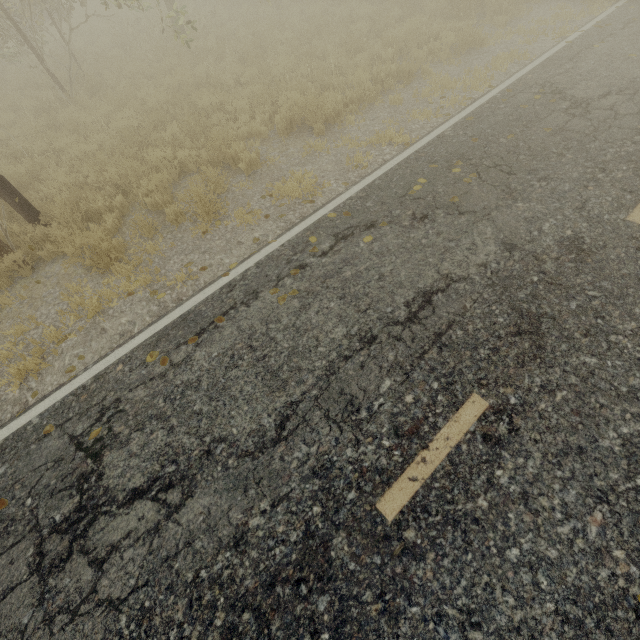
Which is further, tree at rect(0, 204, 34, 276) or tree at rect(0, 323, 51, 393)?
tree at rect(0, 204, 34, 276)

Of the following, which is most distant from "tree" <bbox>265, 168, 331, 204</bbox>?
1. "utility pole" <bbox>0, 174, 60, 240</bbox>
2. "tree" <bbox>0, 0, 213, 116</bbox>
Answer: "tree" <bbox>0, 0, 213, 116</bbox>

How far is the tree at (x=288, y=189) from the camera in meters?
5.9 m

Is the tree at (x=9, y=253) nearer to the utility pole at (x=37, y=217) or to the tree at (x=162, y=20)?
the utility pole at (x=37, y=217)

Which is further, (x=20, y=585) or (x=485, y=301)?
(x=485, y=301)

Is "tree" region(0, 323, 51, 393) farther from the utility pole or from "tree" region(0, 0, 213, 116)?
"tree" region(0, 0, 213, 116)
